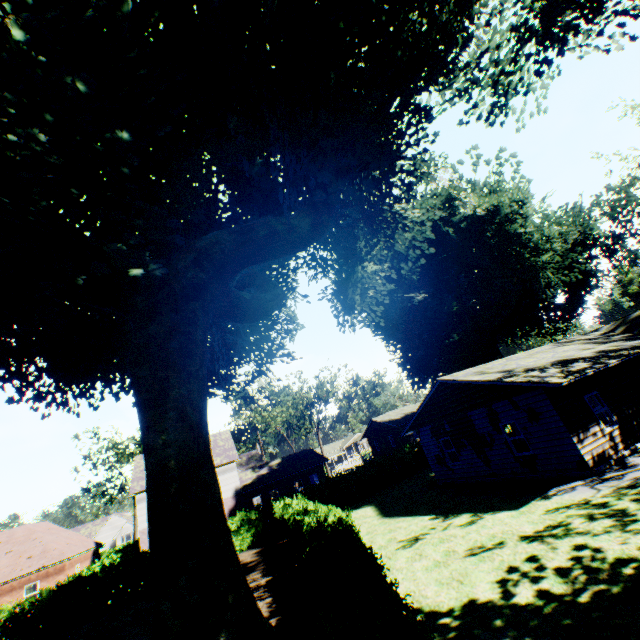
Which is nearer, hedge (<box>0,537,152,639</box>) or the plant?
the plant

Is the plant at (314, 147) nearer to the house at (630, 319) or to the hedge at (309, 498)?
the house at (630, 319)

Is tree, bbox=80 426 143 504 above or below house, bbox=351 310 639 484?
above

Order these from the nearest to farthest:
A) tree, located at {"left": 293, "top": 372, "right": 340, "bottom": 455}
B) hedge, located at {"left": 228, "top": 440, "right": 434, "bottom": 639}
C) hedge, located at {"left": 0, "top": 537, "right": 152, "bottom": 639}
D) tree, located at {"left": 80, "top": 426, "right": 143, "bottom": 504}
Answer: hedge, located at {"left": 228, "top": 440, "right": 434, "bottom": 639} < hedge, located at {"left": 0, "top": 537, "right": 152, "bottom": 639} < tree, located at {"left": 80, "top": 426, "right": 143, "bottom": 504} < tree, located at {"left": 293, "top": 372, "right": 340, "bottom": 455}

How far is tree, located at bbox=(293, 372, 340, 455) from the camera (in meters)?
53.06

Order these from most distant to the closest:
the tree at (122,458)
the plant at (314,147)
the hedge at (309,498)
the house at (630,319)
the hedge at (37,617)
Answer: the tree at (122,458)
the hedge at (37,617)
the house at (630,319)
the plant at (314,147)
the hedge at (309,498)

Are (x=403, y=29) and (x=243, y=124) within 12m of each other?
yes

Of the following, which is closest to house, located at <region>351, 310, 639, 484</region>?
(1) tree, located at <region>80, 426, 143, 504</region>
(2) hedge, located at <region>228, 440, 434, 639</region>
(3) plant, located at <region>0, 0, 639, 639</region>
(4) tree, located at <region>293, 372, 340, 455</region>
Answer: (3) plant, located at <region>0, 0, 639, 639</region>
